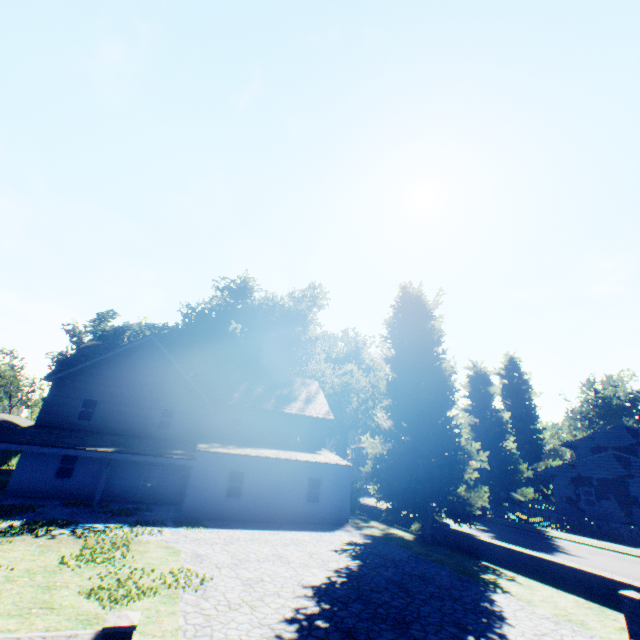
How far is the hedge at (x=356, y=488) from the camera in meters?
25.7

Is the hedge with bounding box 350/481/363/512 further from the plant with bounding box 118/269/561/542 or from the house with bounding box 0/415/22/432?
the house with bounding box 0/415/22/432

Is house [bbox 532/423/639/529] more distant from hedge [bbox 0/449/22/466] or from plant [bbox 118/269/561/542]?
hedge [bbox 0/449/22/466]

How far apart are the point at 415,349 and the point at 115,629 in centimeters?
1908cm

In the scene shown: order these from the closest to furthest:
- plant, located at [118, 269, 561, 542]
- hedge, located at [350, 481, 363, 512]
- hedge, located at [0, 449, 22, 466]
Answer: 1. plant, located at [118, 269, 561, 542]
2. hedge, located at [350, 481, 363, 512]
3. hedge, located at [0, 449, 22, 466]

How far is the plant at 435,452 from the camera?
17.45m

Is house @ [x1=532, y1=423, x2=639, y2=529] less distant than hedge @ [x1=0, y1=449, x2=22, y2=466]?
Yes

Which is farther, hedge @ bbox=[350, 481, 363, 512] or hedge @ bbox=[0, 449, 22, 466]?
hedge @ bbox=[0, 449, 22, 466]
